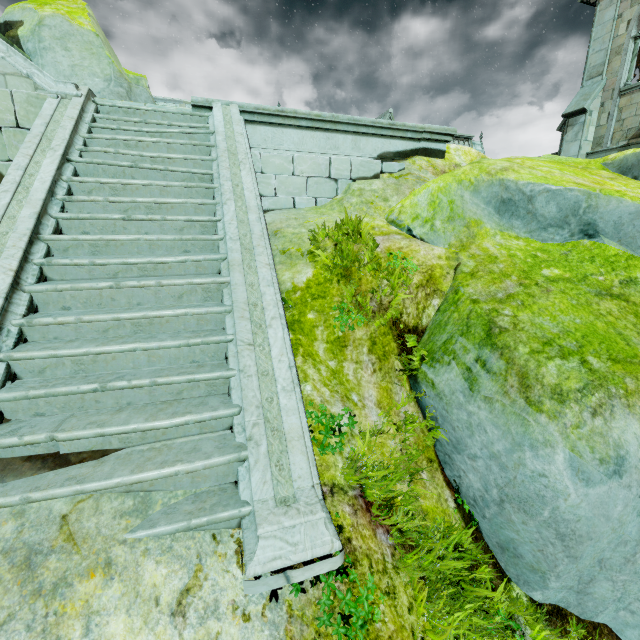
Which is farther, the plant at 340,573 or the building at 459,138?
the building at 459,138

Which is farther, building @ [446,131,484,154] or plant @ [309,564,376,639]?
building @ [446,131,484,154]

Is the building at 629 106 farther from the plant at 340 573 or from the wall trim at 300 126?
the plant at 340 573

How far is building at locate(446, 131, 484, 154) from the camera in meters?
28.2

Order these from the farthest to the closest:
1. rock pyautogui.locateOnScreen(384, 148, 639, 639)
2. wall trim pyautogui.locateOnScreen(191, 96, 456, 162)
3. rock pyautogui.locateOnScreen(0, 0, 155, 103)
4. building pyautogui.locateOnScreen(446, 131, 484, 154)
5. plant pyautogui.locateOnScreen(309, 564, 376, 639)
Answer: building pyautogui.locateOnScreen(446, 131, 484, 154), rock pyautogui.locateOnScreen(0, 0, 155, 103), wall trim pyautogui.locateOnScreen(191, 96, 456, 162), rock pyautogui.locateOnScreen(384, 148, 639, 639), plant pyautogui.locateOnScreen(309, 564, 376, 639)

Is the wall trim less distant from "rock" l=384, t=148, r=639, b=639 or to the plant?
"rock" l=384, t=148, r=639, b=639

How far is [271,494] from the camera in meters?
2.5 m
